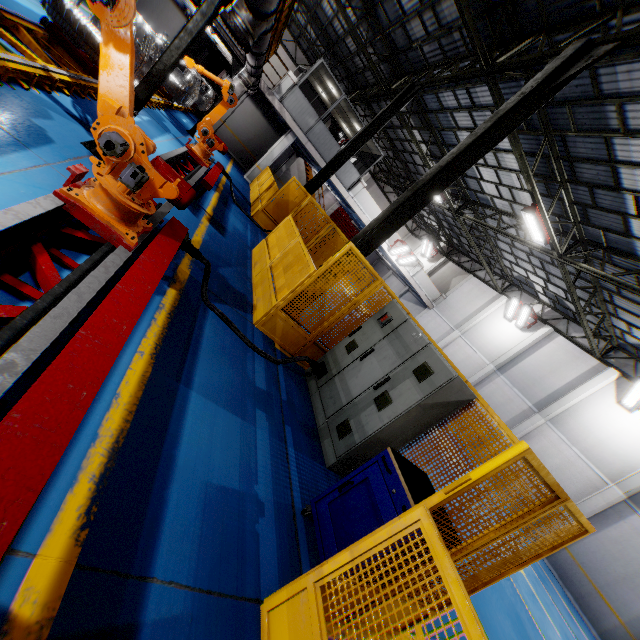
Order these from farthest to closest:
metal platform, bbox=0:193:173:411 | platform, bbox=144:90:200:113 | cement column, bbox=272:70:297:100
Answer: cement column, bbox=272:70:297:100 < platform, bbox=144:90:200:113 < metal platform, bbox=0:193:173:411

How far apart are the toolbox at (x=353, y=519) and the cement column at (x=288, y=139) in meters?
19.0

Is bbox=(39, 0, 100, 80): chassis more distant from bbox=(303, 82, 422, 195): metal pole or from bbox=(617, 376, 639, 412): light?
bbox=(617, 376, 639, 412): light

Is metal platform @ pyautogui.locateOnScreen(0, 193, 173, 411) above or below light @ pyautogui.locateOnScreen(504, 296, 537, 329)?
below

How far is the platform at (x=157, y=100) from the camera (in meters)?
11.16

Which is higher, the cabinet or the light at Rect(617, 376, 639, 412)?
the light at Rect(617, 376, 639, 412)

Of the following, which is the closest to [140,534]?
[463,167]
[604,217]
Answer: [463,167]

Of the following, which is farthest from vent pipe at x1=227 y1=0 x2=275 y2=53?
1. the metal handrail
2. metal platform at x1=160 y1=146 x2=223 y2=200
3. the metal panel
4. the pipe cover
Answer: the metal panel
